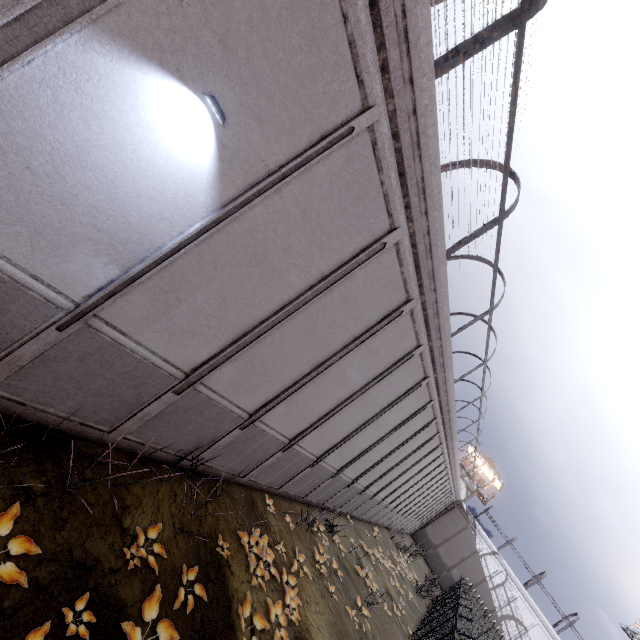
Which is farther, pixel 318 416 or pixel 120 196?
pixel 318 416

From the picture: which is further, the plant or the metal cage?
the metal cage

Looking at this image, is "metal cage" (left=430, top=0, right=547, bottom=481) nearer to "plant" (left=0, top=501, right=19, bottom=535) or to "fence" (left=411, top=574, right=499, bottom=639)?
"fence" (left=411, top=574, right=499, bottom=639)

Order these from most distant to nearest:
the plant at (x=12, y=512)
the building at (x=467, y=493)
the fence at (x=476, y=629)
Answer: the building at (x=467, y=493) < the fence at (x=476, y=629) < the plant at (x=12, y=512)

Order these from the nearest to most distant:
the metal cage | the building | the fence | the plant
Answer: the plant < the metal cage < the fence < the building

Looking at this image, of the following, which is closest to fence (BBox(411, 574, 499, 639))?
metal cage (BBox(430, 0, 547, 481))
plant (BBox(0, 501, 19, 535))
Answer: plant (BBox(0, 501, 19, 535))

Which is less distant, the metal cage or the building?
the metal cage

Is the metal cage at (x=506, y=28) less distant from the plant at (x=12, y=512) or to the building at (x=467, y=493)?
the plant at (x=12, y=512)
